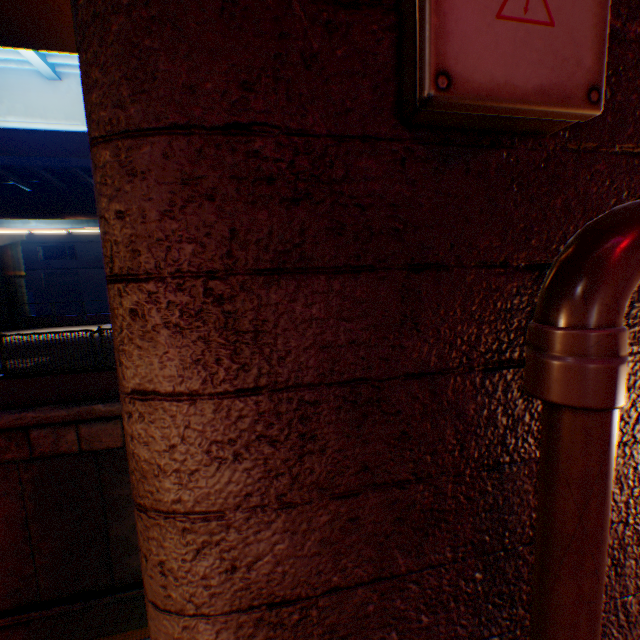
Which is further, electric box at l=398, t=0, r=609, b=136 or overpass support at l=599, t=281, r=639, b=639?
overpass support at l=599, t=281, r=639, b=639

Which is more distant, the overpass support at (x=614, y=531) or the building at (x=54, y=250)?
the building at (x=54, y=250)

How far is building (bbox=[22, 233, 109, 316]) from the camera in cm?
3641

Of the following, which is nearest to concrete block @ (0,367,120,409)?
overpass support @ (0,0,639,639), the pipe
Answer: overpass support @ (0,0,639,639)

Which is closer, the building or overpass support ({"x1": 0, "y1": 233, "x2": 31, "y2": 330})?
overpass support ({"x1": 0, "y1": 233, "x2": 31, "y2": 330})

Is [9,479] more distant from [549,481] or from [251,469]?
[549,481]

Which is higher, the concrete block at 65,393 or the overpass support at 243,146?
the overpass support at 243,146

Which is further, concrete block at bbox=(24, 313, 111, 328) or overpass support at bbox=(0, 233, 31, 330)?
concrete block at bbox=(24, 313, 111, 328)
